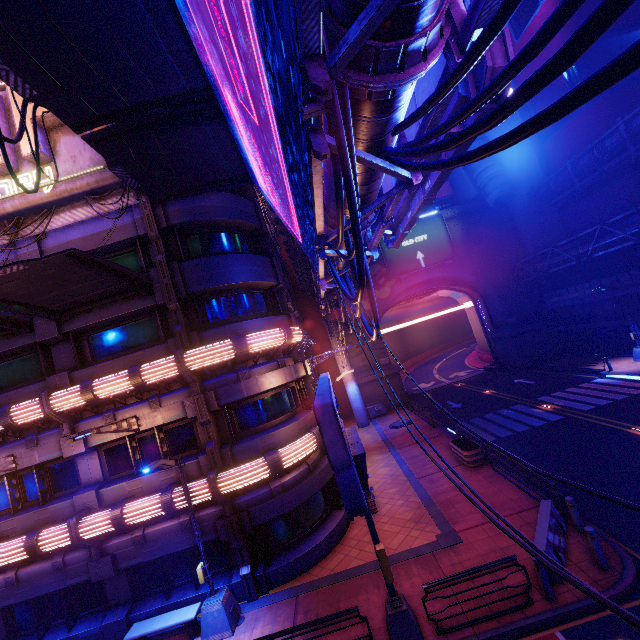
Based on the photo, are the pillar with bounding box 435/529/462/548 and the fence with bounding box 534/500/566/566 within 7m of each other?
yes

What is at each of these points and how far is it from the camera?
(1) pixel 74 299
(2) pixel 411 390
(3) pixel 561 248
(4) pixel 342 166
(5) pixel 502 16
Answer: →
(1) awning, 12.2 meters
(2) tunnel, 40.3 meters
(3) pipe, 28.8 meters
(4) cable, 4.0 meters
(5) cable, 2.5 meters

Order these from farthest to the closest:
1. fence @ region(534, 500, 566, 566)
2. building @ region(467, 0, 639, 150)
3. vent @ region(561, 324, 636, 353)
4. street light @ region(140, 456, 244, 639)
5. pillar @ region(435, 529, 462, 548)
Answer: building @ region(467, 0, 639, 150) < vent @ region(561, 324, 636, 353) < pillar @ region(435, 529, 462, 548) < street light @ region(140, 456, 244, 639) < fence @ region(534, 500, 566, 566)

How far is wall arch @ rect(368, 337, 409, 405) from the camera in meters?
33.3 m

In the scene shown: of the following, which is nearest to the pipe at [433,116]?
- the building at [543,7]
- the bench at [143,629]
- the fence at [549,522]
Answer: the fence at [549,522]

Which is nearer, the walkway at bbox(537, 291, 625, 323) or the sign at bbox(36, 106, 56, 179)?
the sign at bbox(36, 106, 56, 179)

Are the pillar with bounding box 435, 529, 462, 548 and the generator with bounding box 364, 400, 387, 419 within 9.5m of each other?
no

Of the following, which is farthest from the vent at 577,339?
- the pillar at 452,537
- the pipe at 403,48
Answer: the pillar at 452,537
